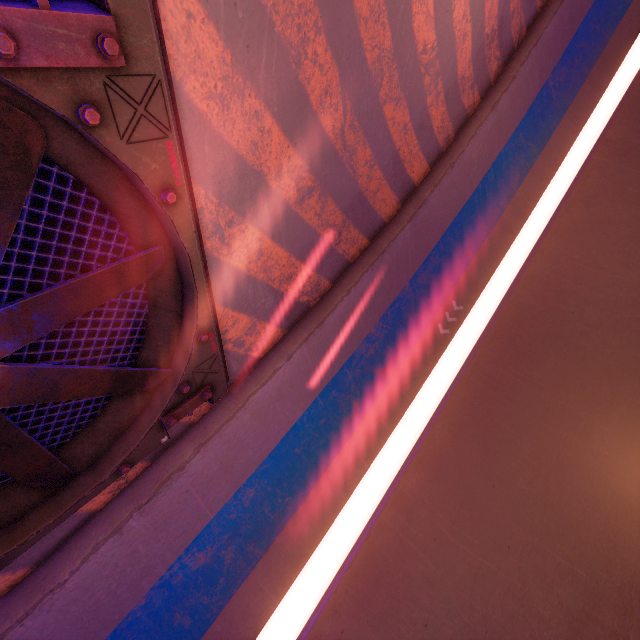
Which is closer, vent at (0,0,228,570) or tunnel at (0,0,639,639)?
vent at (0,0,228,570)

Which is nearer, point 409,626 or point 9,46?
point 9,46

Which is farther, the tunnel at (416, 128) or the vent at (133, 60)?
the tunnel at (416, 128)
